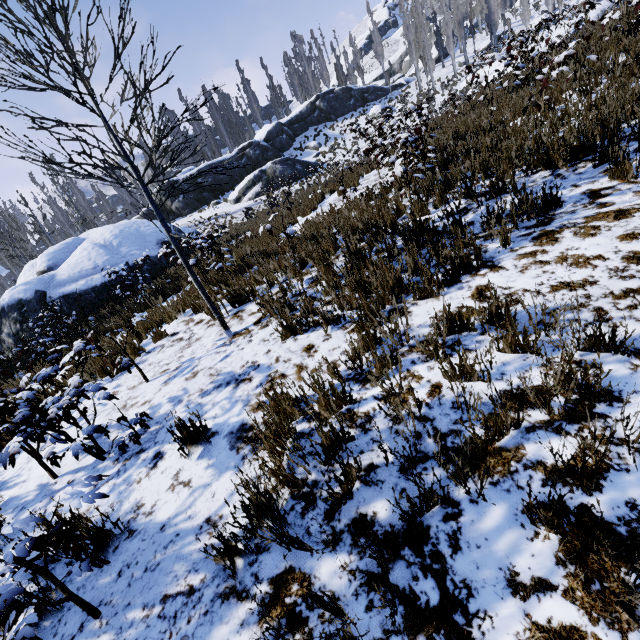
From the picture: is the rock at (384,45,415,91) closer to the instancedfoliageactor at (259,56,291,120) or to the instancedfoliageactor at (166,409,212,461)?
the instancedfoliageactor at (259,56,291,120)

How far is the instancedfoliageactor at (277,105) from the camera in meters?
45.2 m

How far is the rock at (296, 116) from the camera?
29.06m

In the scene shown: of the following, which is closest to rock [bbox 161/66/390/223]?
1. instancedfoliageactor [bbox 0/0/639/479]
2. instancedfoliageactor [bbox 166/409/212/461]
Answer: instancedfoliageactor [bbox 0/0/639/479]

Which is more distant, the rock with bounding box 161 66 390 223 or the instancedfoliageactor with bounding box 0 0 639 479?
the rock with bounding box 161 66 390 223

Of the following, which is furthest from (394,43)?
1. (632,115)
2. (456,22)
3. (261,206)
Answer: (632,115)

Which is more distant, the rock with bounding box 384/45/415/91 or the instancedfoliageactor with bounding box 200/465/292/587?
the rock with bounding box 384/45/415/91

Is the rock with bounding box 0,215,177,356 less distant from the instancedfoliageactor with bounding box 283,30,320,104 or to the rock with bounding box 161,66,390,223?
the instancedfoliageactor with bounding box 283,30,320,104
